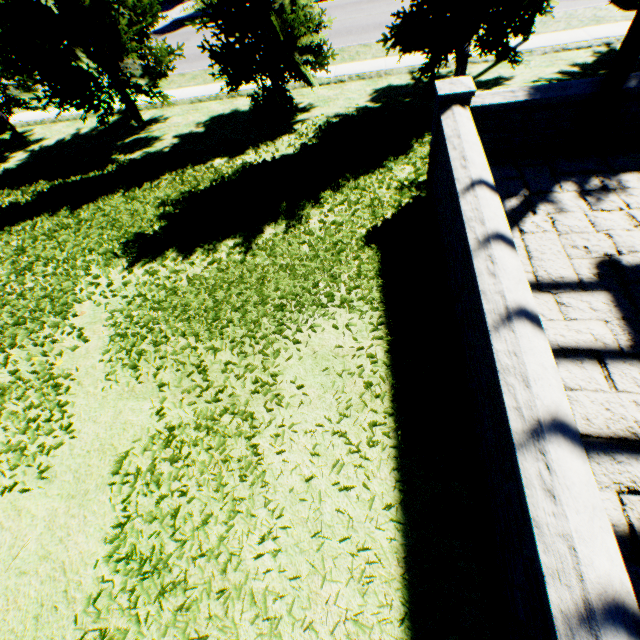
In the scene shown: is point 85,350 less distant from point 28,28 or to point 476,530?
point 476,530

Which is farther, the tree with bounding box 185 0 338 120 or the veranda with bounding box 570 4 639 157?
the tree with bounding box 185 0 338 120

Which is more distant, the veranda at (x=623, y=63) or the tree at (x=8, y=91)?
the tree at (x=8, y=91)

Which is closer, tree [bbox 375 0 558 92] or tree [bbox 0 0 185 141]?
tree [bbox 375 0 558 92]

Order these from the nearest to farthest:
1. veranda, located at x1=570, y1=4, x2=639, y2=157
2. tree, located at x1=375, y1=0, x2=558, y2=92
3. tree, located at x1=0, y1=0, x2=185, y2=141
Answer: veranda, located at x1=570, y1=4, x2=639, y2=157, tree, located at x1=375, y1=0, x2=558, y2=92, tree, located at x1=0, y1=0, x2=185, y2=141

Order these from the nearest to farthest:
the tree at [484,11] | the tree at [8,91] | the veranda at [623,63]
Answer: the veranda at [623,63]
the tree at [484,11]
the tree at [8,91]
